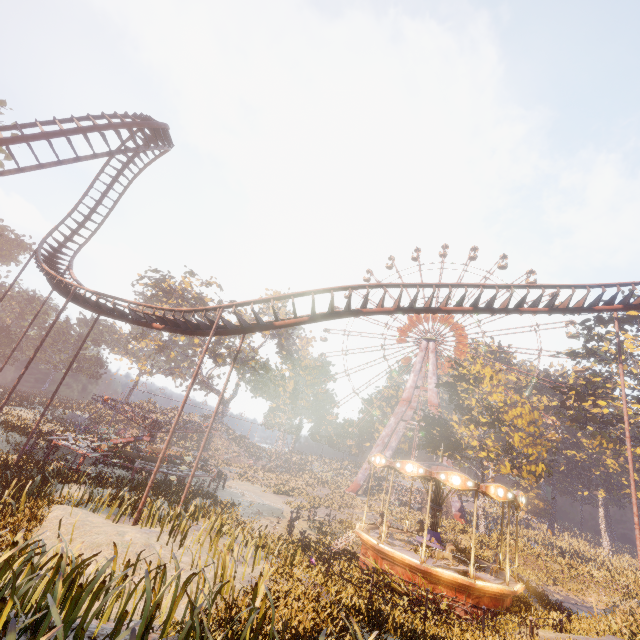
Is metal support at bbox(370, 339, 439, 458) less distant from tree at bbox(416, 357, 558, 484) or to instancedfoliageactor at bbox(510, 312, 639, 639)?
tree at bbox(416, 357, 558, 484)

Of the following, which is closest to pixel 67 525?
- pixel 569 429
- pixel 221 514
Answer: pixel 221 514

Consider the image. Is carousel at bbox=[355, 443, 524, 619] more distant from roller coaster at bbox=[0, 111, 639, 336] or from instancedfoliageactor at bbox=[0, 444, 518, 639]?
instancedfoliageactor at bbox=[0, 444, 518, 639]

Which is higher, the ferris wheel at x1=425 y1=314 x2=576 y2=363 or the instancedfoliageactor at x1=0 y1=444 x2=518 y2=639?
the ferris wheel at x1=425 y1=314 x2=576 y2=363

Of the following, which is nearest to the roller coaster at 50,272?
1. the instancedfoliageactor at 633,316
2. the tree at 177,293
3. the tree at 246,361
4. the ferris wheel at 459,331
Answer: the instancedfoliageactor at 633,316

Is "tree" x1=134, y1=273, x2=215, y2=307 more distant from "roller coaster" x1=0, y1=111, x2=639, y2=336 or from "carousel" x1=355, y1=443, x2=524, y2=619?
"carousel" x1=355, y1=443, x2=524, y2=619

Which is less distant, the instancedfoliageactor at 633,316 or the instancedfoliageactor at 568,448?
the instancedfoliageactor at 568,448

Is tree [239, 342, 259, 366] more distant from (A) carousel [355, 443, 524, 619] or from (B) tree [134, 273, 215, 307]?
Result: (A) carousel [355, 443, 524, 619]
